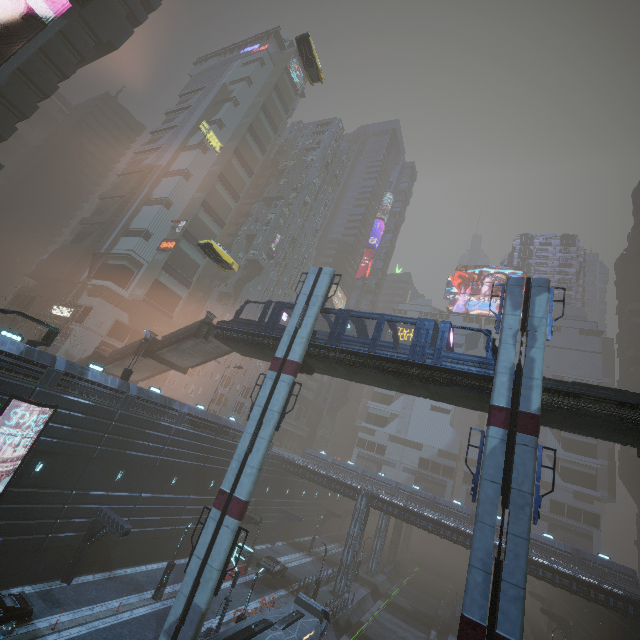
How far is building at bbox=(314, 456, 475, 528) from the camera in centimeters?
4809cm

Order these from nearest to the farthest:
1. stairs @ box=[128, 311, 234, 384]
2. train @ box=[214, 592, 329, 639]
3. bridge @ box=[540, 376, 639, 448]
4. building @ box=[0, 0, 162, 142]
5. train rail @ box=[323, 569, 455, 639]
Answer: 1. bridge @ box=[540, 376, 639, 448]
2. train @ box=[214, 592, 329, 639]
3. building @ box=[0, 0, 162, 142]
4. stairs @ box=[128, 311, 234, 384]
5. train rail @ box=[323, 569, 455, 639]

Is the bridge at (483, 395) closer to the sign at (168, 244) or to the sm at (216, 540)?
the sm at (216, 540)

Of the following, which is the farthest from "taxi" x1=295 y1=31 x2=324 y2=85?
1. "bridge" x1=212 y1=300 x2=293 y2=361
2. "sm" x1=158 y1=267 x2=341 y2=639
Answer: "bridge" x1=212 y1=300 x2=293 y2=361

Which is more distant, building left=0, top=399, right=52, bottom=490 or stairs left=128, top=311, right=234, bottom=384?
stairs left=128, top=311, right=234, bottom=384

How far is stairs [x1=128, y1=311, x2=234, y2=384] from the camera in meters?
30.2 m

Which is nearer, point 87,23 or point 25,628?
point 25,628

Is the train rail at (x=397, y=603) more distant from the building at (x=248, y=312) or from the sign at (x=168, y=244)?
the sign at (x=168, y=244)
